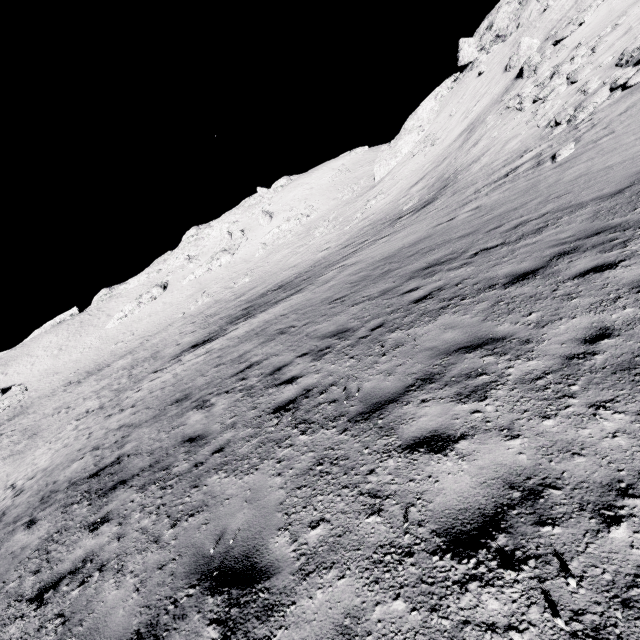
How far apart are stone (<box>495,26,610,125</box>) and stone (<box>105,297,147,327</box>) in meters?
60.3 m

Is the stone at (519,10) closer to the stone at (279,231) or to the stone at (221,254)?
the stone at (279,231)

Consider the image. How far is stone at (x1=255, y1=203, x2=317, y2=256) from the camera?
52.3m

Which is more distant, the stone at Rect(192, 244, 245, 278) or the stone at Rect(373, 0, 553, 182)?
the stone at Rect(192, 244, 245, 278)

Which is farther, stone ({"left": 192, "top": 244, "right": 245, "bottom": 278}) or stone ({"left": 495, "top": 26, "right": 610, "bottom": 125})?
stone ({"left": 192, "top": 244, "right": 245, "bottom": 278})

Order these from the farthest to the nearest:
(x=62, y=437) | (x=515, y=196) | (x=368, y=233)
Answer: (x=368, y=233) < (x=62, y=437) < (x=515, y=196)

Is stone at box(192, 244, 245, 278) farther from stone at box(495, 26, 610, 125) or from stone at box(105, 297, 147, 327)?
stone at box(495, 26, 610, 125)

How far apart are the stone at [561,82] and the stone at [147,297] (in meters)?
60.32
